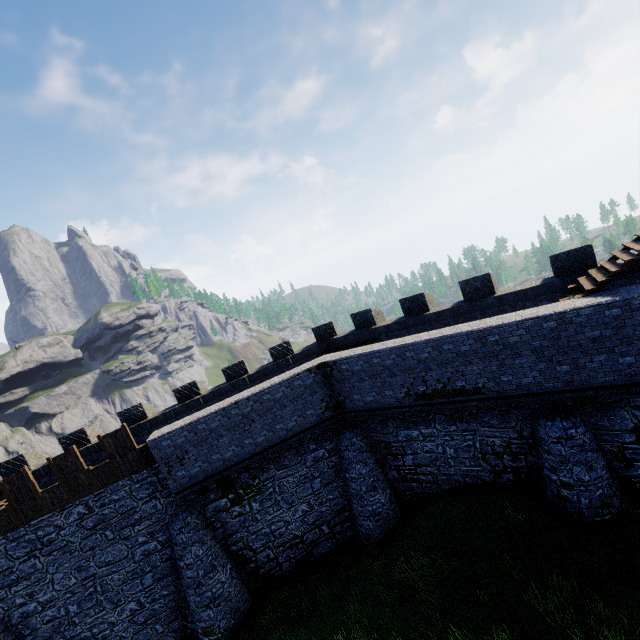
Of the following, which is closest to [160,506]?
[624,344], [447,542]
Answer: [447,542]
